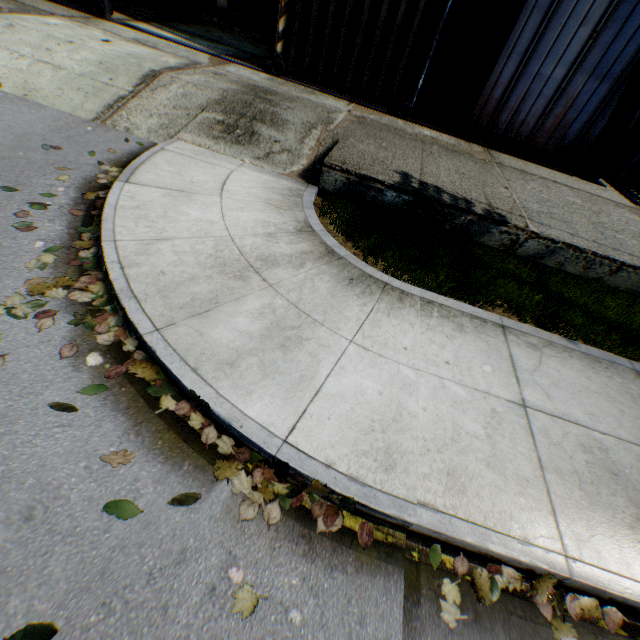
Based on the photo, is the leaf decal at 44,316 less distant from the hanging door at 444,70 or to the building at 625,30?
the hanging door at 444,70

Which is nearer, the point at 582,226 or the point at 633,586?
the point at 633,586

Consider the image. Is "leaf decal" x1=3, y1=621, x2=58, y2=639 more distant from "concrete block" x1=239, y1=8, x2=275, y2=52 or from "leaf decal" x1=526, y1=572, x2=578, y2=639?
"concrete block" x1=239, y1=8, x2=275, y2=52

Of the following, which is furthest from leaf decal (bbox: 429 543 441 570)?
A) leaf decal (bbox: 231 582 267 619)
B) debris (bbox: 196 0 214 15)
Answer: debris (bbox: 196 0 214 15)

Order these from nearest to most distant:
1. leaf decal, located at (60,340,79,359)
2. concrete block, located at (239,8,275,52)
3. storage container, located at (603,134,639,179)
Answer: leaf decal, located at (60,340,79,359), storage container, located at (603,134,639,179), concrete block, located at (239,8,275,52)

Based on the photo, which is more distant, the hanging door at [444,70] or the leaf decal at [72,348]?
the hanging door at [444,70]

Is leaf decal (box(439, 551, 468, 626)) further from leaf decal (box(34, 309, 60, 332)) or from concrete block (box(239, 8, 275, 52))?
concrete block (box(239, 8, 275, 52))

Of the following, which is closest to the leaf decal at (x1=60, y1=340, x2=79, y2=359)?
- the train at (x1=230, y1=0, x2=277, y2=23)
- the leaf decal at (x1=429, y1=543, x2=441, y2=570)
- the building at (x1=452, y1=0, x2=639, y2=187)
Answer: the leaf decal at (x1=429, y1=543, x2=441, y2=570)
